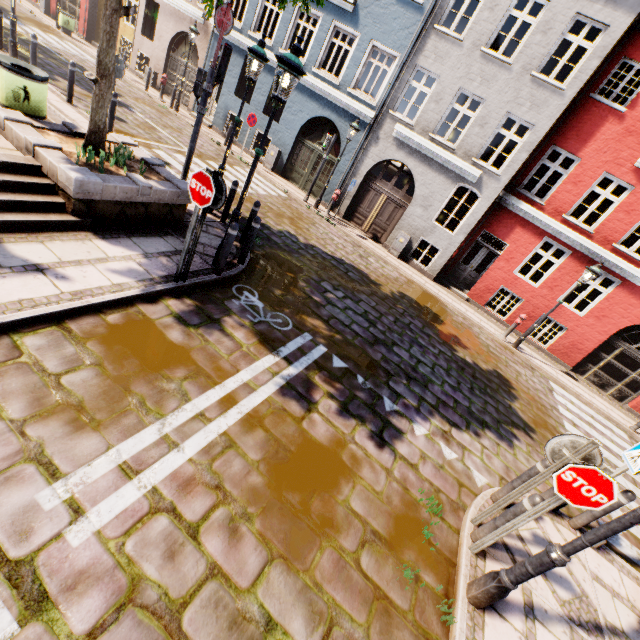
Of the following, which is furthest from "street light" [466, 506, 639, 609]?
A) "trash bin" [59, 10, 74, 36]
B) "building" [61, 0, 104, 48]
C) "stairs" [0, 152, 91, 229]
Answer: "trash bin" [59, 10, 74, 36]

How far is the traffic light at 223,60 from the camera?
7.4m

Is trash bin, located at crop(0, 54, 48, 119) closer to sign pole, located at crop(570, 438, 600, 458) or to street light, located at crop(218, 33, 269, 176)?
street light, located at crop(218, 33, 269, 176)

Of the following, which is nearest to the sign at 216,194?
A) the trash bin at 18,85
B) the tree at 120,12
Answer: the tree at 120,12

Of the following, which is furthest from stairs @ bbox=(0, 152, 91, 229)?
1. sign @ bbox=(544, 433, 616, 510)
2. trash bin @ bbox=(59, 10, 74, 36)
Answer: trash bin @ bbox=(59, 10, 74, 36)

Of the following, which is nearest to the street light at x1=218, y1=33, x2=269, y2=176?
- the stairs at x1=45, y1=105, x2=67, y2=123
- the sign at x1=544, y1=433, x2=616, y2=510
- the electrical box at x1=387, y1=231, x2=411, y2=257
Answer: the stairs at x1=45, y1=105, x2=67, y2=123

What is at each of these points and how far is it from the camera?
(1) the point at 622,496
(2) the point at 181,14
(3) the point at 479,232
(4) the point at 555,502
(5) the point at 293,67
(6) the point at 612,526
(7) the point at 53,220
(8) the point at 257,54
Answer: (1) bollard, 4.96m
(2) building, 16.95m
(3) building, 13.75m
(4) sign pole, 3.43m
(5) street light, 4.67m
(6) street light, 2.73m
(7) stairs, 5.03m
(8) street light, 6.58m

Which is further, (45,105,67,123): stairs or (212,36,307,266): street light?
(45,105,67,123): stairs
